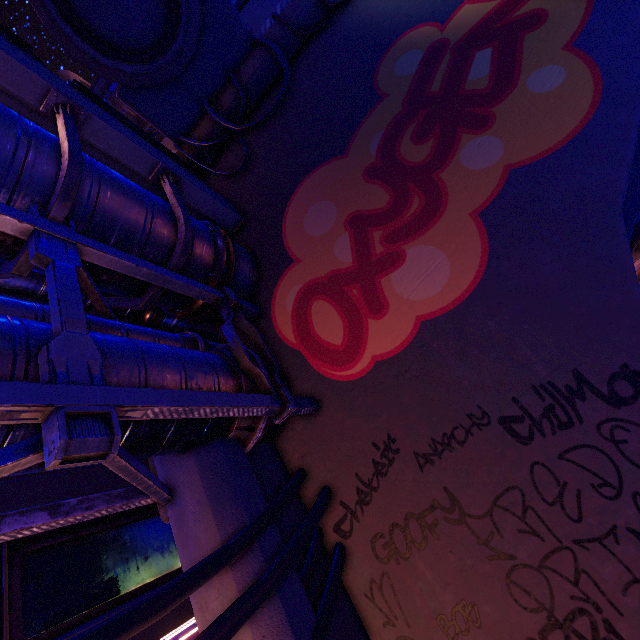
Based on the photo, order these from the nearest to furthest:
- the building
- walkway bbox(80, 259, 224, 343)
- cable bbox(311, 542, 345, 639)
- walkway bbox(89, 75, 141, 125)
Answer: cable bbox(311, 542, 345, 639)
walkway bbox(80, 259, 224, 343)
the building
walkway bbox(89, 75, 141, 125)

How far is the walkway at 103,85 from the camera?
26.5 meters

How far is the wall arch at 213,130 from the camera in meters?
8.0 m

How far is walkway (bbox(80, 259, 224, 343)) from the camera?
4.60m

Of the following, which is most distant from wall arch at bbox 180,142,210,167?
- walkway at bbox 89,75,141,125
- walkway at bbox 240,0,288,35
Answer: walkway at bbox 89,75,141,125

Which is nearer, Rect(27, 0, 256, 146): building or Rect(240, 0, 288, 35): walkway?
Rect(27, 0, 256, 146): building

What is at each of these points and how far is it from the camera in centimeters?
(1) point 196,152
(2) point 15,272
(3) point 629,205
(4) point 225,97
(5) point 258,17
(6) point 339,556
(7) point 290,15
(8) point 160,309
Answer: (1) wall arch, 820cm
(2) walkway, 369cm
(3) tunnel, 579cm
(4) wall arch, 802cm
(5) walkway, 1162cm
(6) cable, 425cm
(7) wall arch, 741cm
(8) walkway, 660cm
